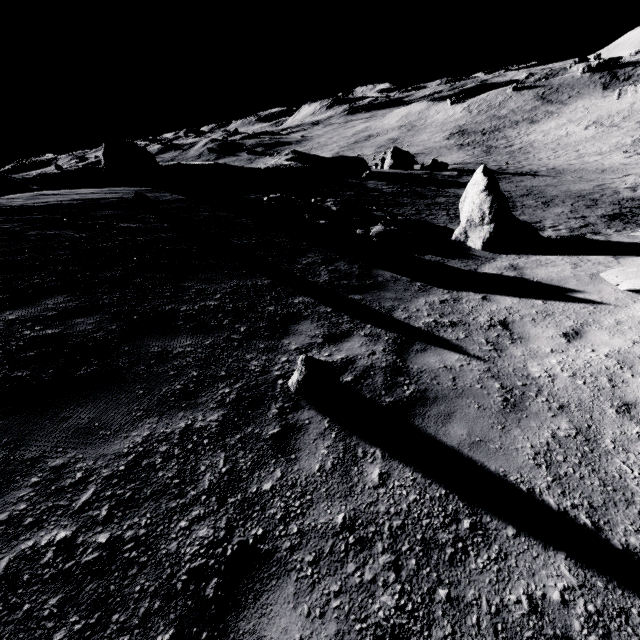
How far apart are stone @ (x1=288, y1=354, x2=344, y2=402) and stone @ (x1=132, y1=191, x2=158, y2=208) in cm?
961

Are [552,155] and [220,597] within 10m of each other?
no

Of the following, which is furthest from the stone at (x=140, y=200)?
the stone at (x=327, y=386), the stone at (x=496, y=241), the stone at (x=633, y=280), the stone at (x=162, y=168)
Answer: the stone at (x=633, y=280)

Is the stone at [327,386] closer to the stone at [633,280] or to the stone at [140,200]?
the stone at [633,280]

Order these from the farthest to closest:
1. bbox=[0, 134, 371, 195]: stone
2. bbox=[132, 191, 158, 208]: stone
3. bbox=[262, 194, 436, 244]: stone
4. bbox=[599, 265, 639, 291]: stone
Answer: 1. bbox=[0, 134, 371, 195]: stone
2. bbox=[262, 194, 436, 244]: stone
3. bbox=[132, 191, 158, 208]: stone
4. bbox=[599, 265, 639, 291]: stone

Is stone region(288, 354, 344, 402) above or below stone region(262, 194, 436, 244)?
above

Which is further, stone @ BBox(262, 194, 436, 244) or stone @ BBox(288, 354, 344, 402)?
stone @ BBox(262, 194, 436, 244)

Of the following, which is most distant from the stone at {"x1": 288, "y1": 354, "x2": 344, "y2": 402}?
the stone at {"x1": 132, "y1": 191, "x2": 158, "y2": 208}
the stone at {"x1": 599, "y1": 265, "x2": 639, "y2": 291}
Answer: the stone at {"x1": 132, "y1": 191, "x2": 158, "y2": 208}
